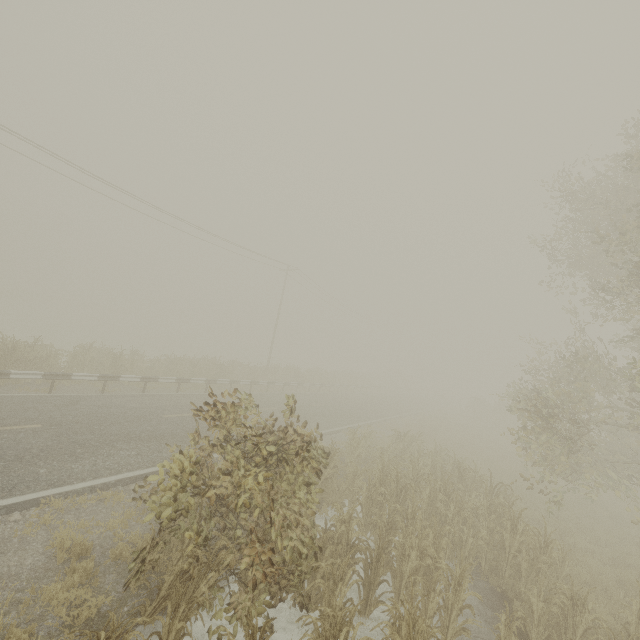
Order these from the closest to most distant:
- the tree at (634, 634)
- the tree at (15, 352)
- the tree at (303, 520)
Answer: the tree at (303, 520)
the tree at (634, 634)
the tree at (15, 352)

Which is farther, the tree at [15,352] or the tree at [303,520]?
the tree at [15,352]

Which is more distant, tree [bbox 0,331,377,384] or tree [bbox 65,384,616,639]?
tree [bbox 0,331,377,384]

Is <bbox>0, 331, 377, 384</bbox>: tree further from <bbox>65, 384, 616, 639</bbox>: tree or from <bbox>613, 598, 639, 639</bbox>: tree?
<bbox>613, 598, 639, 639</bbox>: tree

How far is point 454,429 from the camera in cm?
2902

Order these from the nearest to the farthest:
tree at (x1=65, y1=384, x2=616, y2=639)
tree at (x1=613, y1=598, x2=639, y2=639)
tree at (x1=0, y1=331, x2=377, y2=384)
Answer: tree at (x1=65, y1=384, x2=616, y2=639), tree at (x1=613, y1=598, x2=639, y2=639), tree at (x1=0, y1=331, x2=377, y2=384)
